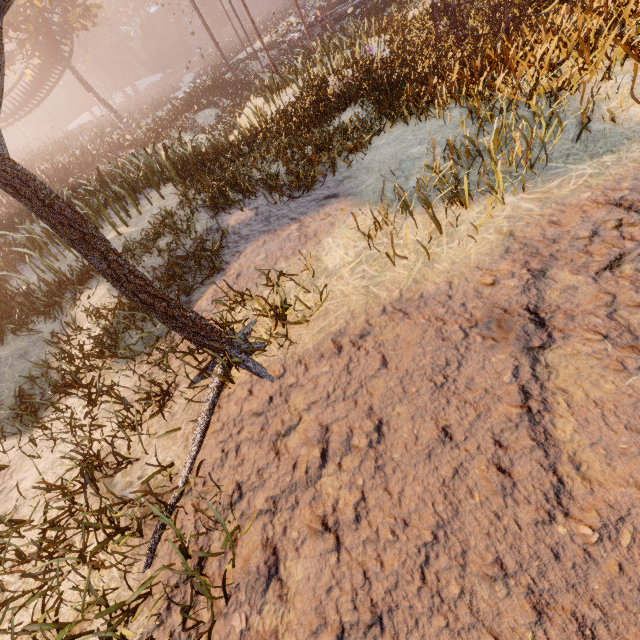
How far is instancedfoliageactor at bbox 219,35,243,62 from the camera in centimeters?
3659cm

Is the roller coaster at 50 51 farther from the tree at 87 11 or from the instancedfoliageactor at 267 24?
the instancedfoliageactor at 267 24

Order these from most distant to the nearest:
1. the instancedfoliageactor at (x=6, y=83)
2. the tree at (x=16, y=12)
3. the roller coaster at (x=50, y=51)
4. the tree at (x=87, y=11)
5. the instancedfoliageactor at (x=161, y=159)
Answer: the tree at (x=87, y=11), the roller coaster at (x=50, y=51), the tree at (x=16, y=12), the instancedfoliageactor at (x=161, y=159), the instancedfoliageactor at (x=6, y=83)

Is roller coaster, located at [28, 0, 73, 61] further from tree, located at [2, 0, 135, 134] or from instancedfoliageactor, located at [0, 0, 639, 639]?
instancedfoliageactor, located at [0, 0, 639, 639]

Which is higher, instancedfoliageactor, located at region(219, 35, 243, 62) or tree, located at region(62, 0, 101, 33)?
tree, located at region(62, 0, 101, 33)

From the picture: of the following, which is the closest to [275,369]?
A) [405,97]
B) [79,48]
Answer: [405,97]

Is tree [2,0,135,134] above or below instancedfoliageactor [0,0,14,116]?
below

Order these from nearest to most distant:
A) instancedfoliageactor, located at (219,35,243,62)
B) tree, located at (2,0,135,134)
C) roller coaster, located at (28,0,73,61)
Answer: tree, located at (2,0,135,134), roller coaster, located at (28,0,73,61), instancedfoliageactor, located at (219,35,243,62)
